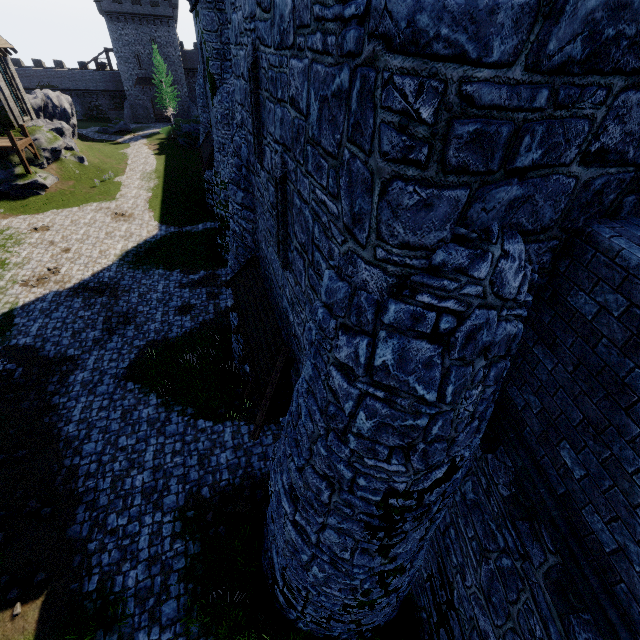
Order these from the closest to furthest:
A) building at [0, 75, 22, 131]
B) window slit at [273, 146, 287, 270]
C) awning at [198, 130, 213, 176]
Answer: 1. window slit at [273, 146, 287, 270]
2. awning at [198, 130, 213, 176]
3. building at [0, 75, 22, 131]

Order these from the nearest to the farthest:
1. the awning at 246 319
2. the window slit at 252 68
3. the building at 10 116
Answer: the window slit at 252 68 < the awning at 246 319 < the building at 10 116

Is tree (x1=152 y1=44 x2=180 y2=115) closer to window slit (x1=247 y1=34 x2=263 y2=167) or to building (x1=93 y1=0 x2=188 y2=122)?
building (x1=93 y1=0 x2=188 y2=122)

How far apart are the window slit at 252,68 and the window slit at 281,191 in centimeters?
134cm

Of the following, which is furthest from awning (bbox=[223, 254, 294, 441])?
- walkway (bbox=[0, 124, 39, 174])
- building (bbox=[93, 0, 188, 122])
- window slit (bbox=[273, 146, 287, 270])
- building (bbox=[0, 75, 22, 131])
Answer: building (bbox=[93, 0, 188, 122])

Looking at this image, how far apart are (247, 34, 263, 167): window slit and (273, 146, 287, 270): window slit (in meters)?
1.34

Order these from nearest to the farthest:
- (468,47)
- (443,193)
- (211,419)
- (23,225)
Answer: (468,47) < (443,193) < (211,419) < (23,225)

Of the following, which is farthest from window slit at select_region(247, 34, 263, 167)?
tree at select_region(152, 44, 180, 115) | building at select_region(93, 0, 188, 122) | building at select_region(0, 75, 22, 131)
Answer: building at select_region(93, 0, 188, 122)
